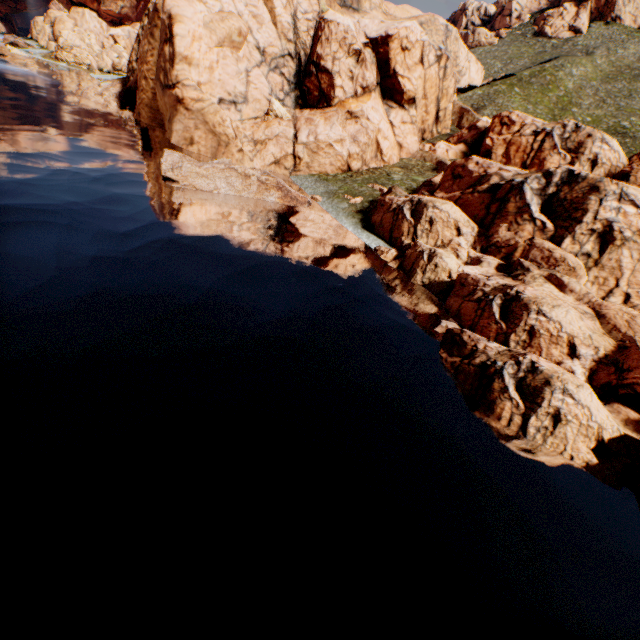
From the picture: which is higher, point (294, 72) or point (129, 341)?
point (294, 72)
